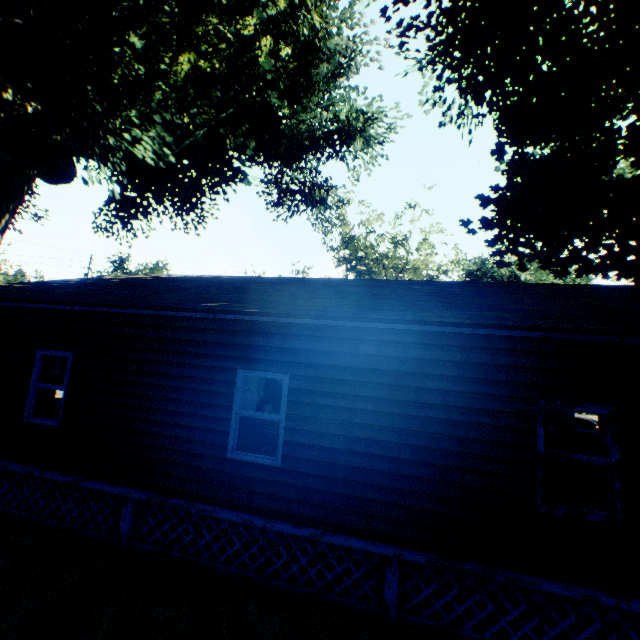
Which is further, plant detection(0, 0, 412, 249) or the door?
the door

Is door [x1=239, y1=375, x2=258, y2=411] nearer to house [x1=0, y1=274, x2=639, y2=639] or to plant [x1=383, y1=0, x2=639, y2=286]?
house [x1=0, y1=274, x2=639, y2=639]

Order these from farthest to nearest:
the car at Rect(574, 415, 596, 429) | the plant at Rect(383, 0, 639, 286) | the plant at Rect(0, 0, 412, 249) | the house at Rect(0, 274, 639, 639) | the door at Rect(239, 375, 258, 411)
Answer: the car at Rect(574, 415, 596, 429)
the door at Rect(239, 375, 258, 411)
the plant at Rect(0, 0, 412, 249)
the plant at Rect(383, 0, 639, 286)
the house at Rect(0, 274, 639, 639)

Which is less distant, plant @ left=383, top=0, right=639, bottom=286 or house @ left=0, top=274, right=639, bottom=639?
house @ left=0, top=274, right=639, bottom=639

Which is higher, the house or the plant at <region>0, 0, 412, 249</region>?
the plant at <region>0, 0, 412, 249</region>

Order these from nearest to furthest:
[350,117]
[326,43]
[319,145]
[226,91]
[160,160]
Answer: [326,43] < [160,160] < [350,117] < [226,91] < [319,145]

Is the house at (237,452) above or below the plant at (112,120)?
below

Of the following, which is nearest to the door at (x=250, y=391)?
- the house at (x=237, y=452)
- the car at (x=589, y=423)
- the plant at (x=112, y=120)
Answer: the house at (x=237, y=452)
